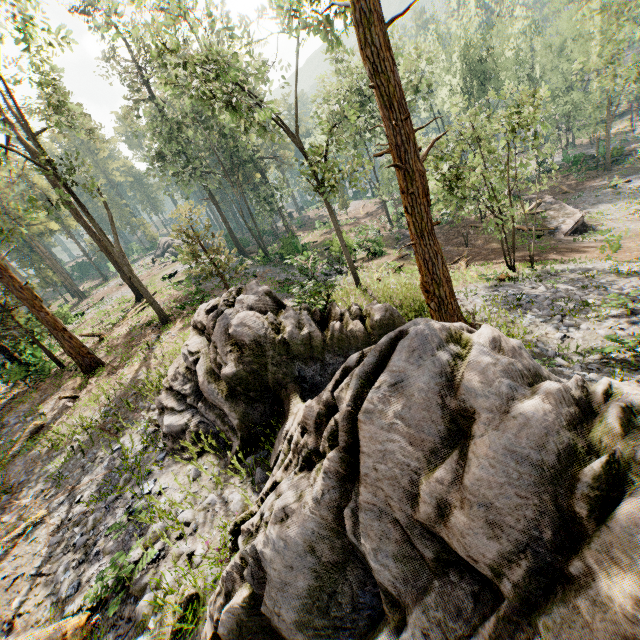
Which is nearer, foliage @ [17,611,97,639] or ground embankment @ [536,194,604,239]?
foliage @ [17,611,97,639]

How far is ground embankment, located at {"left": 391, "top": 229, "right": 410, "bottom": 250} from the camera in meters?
30.3

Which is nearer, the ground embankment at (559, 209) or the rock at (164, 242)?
the ground embankment at (559, 209)

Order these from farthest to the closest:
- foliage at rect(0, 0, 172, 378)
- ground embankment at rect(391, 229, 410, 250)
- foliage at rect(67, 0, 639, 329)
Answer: ground embankment at rect(391, 229, 410, 250) < foliage at rect(0, 0, 172, 378) < foliage at rect(67, 0, 639, 329)

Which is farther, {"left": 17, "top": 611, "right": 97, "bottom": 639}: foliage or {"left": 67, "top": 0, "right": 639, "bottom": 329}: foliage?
{"left": 67, "top": 0, "right": 639, "bottom": 329}: foliage

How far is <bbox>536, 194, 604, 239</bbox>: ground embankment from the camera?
25.7 meters

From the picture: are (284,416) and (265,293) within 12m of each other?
yes

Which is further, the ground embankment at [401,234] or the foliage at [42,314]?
the ground embankment at [401,234]
